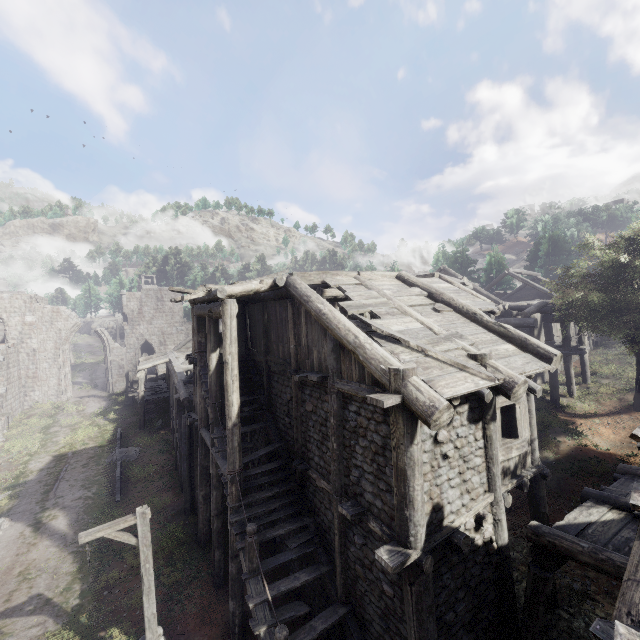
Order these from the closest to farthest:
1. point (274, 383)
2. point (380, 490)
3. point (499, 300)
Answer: point (380, 490)
point (274, 383)
point (499, 300)

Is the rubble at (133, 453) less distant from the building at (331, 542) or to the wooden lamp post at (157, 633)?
the building at (331, 542)

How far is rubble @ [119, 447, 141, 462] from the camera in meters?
20.8 m

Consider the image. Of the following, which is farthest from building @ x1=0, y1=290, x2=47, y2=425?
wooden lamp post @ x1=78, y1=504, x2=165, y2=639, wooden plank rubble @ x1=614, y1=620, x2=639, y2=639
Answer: wooden lamp post @ x1=78, y1=504, x2=165, y2=639

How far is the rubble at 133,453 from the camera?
20.8m

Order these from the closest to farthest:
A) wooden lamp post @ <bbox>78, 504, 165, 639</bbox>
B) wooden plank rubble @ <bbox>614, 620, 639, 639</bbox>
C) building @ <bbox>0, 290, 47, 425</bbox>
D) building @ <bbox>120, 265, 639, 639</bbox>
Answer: wooden plank rubble @ <bbox>614, 620, 639, 639</bbox>
building @ <bbox>120, 265, 639, 639</bbox>
wooden lamp post @ <bbox>78, 504, 165, 639</bbox>
building @ <bbox>0, 290, 47, 425</bbox>

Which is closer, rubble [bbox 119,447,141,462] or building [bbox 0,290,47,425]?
rubble [bbox 119,447,141,462]
